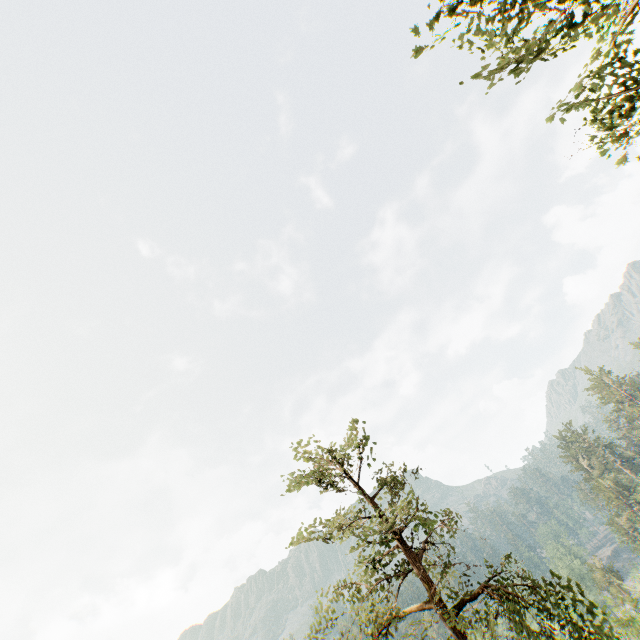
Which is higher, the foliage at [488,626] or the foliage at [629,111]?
the foliage at [629,111]

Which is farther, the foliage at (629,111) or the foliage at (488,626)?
the foliage at (488,626)

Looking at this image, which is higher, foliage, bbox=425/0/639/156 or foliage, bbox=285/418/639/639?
foliage, bbox=425/0/639/156

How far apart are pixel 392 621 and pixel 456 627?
2.46m

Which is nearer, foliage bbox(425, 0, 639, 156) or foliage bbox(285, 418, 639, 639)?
foliage bbox(425, 0, 639, 156)
